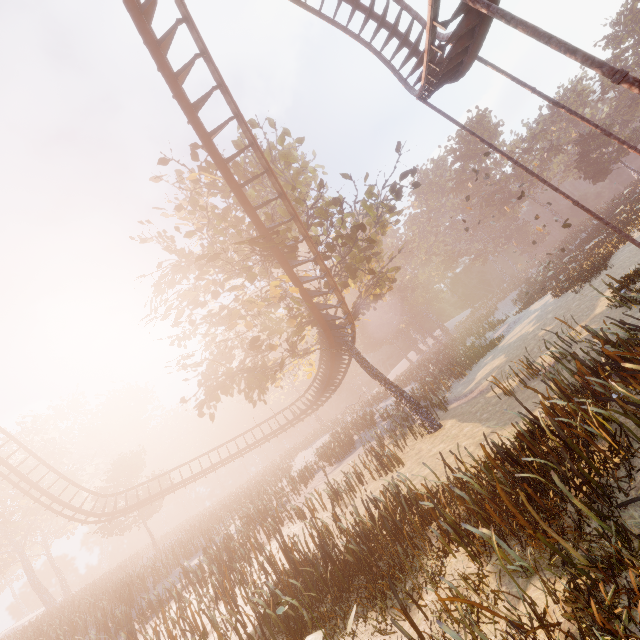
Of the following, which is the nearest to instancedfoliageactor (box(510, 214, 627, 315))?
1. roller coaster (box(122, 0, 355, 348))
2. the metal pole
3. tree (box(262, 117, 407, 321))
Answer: tree (box(262, 117, 407, 321))

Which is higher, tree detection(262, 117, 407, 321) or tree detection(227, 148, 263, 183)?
tree detection(227, 148, 263, 183)

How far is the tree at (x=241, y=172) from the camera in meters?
15.7 m

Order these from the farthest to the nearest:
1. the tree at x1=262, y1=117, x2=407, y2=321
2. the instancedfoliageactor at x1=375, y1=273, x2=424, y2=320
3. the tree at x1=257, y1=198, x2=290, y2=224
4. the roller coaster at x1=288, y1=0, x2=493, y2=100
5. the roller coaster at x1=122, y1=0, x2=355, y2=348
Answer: the instancedfoliageactor at x1=375, y1=273, x2=424, y2=320, the tree at x1=262, y1=117, x2=407, y2=321, the tree at x1=257, y1=198, x2=290, y2=224, the roller coaster at x1=122, y1=0, x2=355, y2=348, the roller coaster at x1=288, y1=0, x2=493, y2=100

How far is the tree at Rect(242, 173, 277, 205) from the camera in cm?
1567

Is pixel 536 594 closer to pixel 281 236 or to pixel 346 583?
pixel 346 583

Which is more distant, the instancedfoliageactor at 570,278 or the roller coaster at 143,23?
the instancedfoliageactor at 570,278

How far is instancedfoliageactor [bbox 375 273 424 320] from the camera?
55.3m
